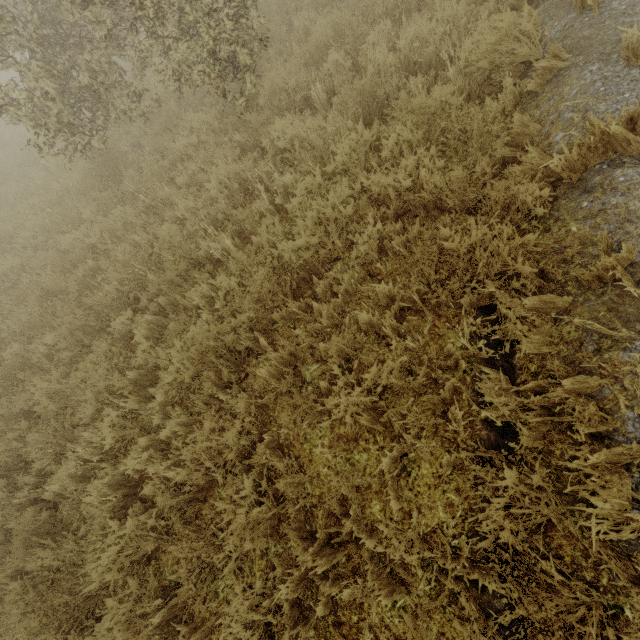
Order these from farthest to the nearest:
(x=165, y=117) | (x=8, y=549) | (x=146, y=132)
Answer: (x=146, y=132), (x=165, y=117), (x=8, y=549)
